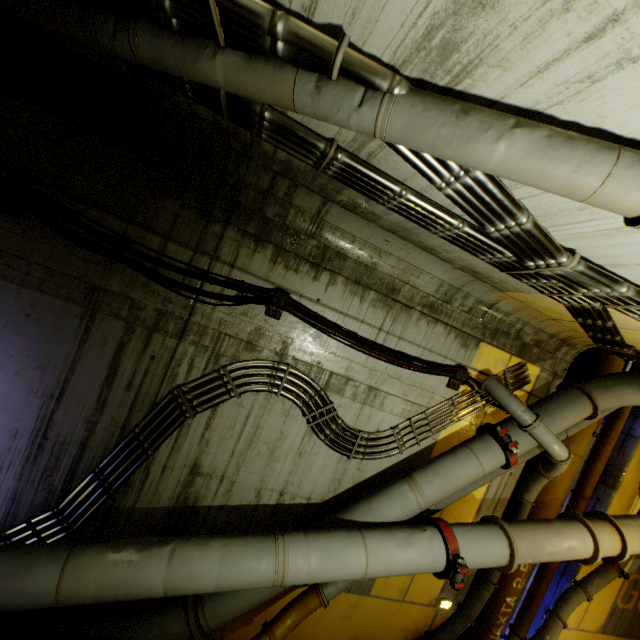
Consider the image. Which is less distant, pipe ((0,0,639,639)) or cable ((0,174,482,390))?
→ pipe ((0,0,639,639))

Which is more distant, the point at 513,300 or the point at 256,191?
the point at 513,300

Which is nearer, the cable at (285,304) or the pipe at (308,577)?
the pipe at (308,577)
